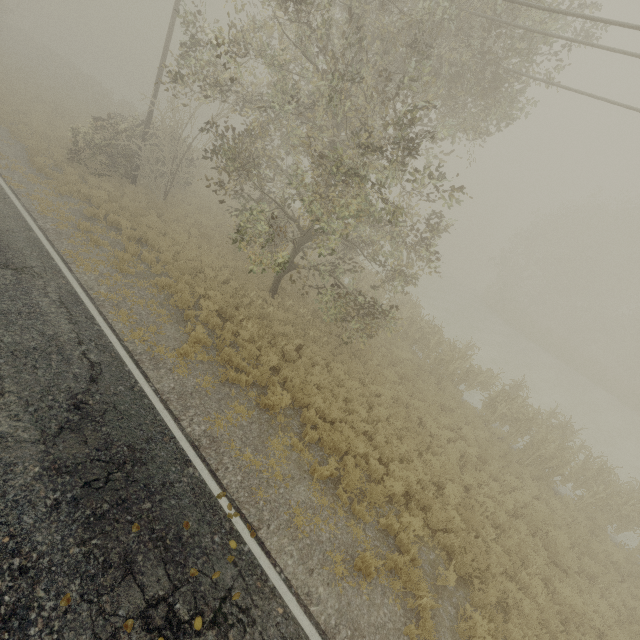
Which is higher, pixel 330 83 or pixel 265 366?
pixel 330 83
